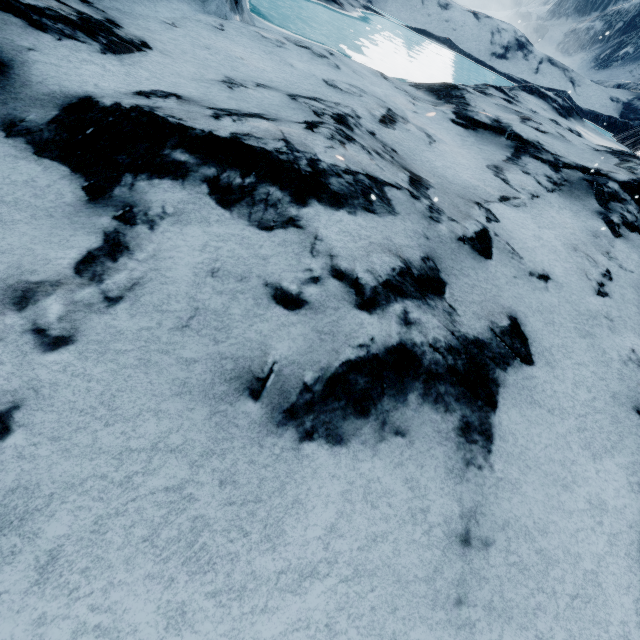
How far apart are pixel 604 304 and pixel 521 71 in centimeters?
3662cm
